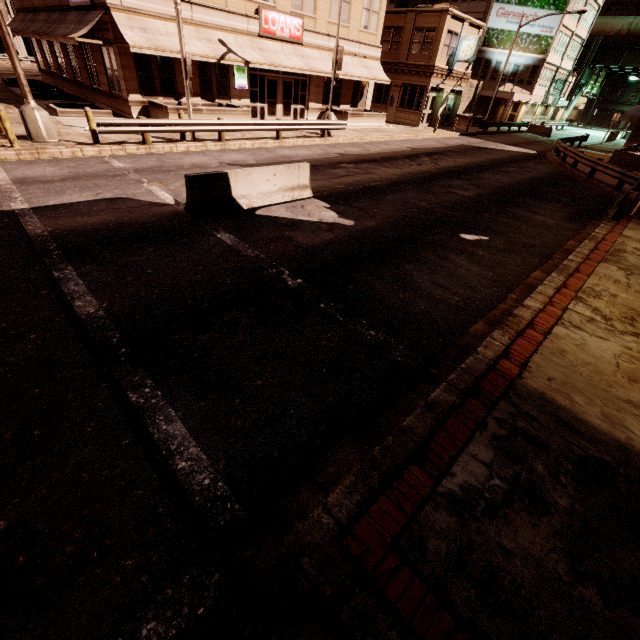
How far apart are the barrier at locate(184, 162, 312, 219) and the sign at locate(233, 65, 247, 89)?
15.1m

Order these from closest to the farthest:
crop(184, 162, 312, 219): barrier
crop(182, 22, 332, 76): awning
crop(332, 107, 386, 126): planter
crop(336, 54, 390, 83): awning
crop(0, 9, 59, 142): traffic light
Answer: crop(184, 162, 312, 219): barrier
crop(0, 9, 59, 142): traffic light
crop(182, 22, 332, 76): awning
crop(336, 54, 390, 83): awning
crop(332, 107, 386, 126): planter

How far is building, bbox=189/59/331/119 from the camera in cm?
1946

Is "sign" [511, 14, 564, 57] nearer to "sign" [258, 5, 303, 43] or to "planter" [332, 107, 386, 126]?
"planter" [332, 107, 386, 126]

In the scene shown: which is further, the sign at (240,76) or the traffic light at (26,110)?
the sign at (240,76)

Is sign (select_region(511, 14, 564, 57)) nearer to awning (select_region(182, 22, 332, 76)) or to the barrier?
awning (select_region(182, 22, 332, 76))

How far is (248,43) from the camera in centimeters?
1952cm

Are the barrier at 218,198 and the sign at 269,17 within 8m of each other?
no
